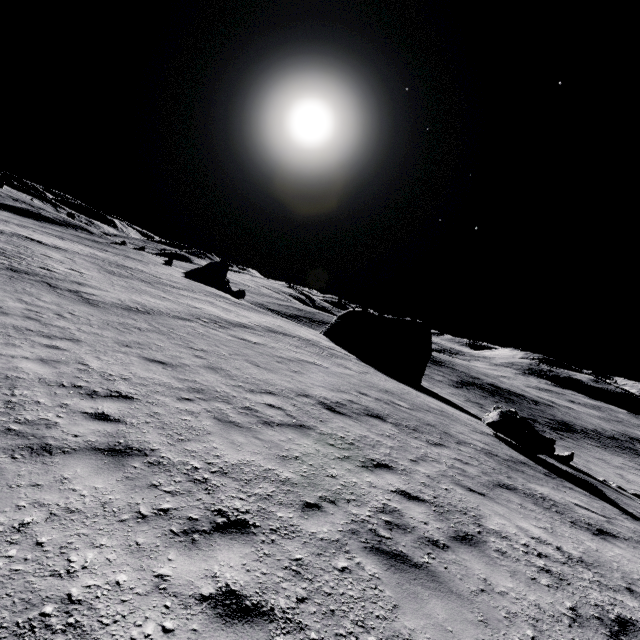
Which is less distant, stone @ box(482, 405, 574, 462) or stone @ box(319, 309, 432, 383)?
stone @ box(482, 405, 574, 462)

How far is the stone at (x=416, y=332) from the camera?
32.8m

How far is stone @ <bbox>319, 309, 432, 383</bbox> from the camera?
32.81m

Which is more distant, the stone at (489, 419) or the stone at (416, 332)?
the stone at (416, 332)

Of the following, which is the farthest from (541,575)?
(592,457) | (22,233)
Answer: (592,457)

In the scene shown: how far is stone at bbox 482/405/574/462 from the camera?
13.8 meters
